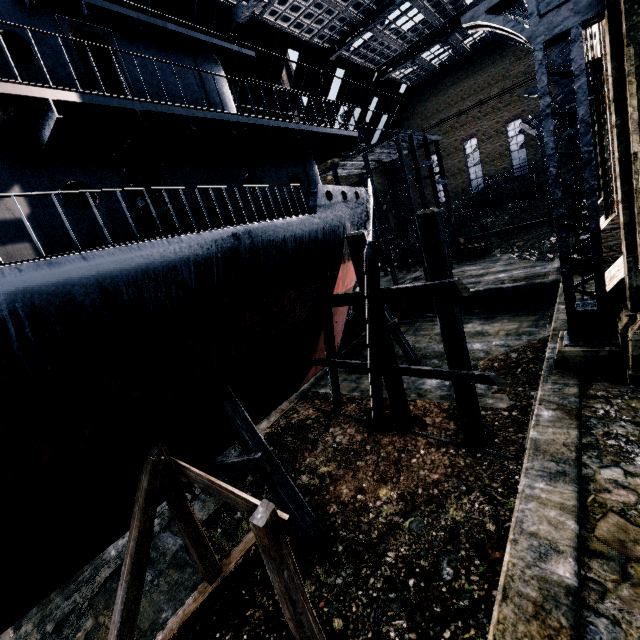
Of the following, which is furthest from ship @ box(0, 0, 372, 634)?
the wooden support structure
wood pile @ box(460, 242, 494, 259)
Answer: wood pile @ box(460, 242, 494, 259)

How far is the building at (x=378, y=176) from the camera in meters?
55.6 m

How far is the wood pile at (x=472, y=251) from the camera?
30.73m

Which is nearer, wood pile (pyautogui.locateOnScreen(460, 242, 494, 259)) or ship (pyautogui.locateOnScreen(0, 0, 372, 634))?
ship (pyautogui.locateOnScreen(0, 0, 372, 634))

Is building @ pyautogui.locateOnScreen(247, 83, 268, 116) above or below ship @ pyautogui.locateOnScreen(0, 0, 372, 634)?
above

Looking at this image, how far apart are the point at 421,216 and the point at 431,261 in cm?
128

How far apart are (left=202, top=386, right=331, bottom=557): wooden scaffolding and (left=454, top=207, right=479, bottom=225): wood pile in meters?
46.4 m

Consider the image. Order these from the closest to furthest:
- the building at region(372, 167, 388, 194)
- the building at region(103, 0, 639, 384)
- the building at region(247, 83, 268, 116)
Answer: the building at region(103, 0, 639, 384)
the building at region(247, 83, 268, 116)
the building at region(372, 167, 388, 194)
